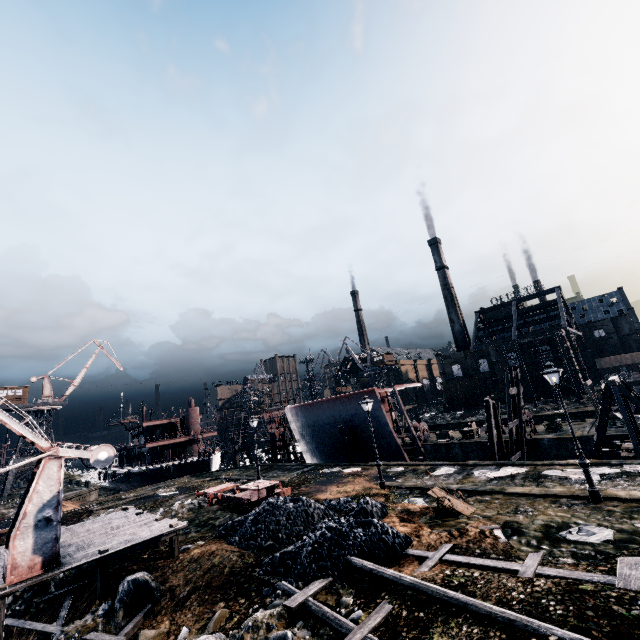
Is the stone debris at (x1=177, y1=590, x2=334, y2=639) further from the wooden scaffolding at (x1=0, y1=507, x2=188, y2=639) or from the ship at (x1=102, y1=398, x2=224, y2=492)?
the ship at (x1=102, y1=398, x2=224, y2=492)

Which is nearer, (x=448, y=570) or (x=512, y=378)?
(x=448, y=570)

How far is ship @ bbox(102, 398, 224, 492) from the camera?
47.2m

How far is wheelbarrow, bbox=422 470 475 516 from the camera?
14.49m

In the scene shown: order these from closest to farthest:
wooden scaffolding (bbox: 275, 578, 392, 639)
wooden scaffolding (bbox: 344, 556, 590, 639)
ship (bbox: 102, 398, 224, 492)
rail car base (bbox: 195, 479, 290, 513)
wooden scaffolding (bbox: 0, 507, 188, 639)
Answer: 1. wooden scaffolding (bbox: 344, 556, 590, 639)
2. wooden scaffolding (bbox: 275, 578, 392, 639)
3. wooden scaffolding (bbox: 0, 507, 188, 639)
4. rail car base (bbox: 195, 479, 290, 513)
5. ship (bbox: 102, 398, 224, 492)

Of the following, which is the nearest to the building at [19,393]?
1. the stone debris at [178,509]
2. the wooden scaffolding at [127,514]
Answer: the stone debris at [178,509]

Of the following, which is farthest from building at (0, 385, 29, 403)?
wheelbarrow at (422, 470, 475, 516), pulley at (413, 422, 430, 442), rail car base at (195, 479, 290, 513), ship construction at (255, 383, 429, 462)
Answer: wheelbarrow at (422, 470, 475, 516)

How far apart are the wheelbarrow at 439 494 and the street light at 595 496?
4.56m
